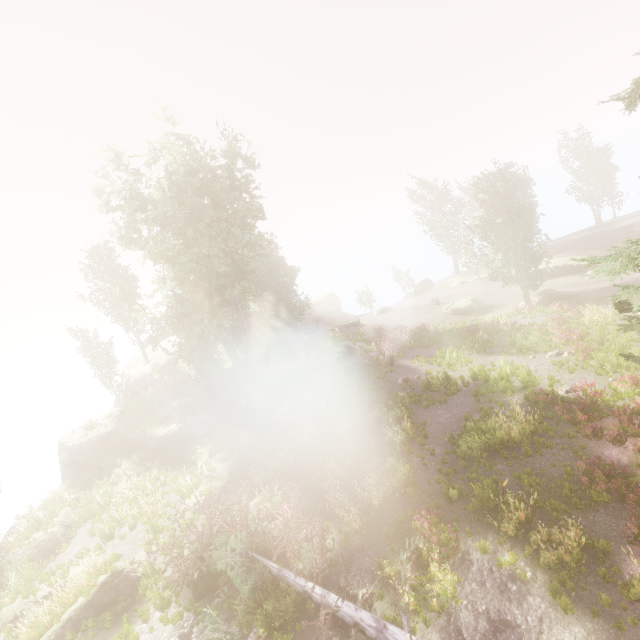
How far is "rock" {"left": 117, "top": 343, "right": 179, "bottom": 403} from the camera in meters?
30.7 m

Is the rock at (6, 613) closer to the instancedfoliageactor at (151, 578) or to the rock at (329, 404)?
the rock at (329, 404)

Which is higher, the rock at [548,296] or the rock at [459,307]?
the rock at [459,307]

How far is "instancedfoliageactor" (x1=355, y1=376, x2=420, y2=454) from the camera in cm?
1566

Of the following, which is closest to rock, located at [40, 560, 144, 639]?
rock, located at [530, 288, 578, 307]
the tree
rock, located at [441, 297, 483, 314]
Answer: the tree

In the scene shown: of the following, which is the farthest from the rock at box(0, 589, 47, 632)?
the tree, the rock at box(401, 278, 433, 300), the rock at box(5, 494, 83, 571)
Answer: the rock at box(401, 278, 433, 300)

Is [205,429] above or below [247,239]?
below
